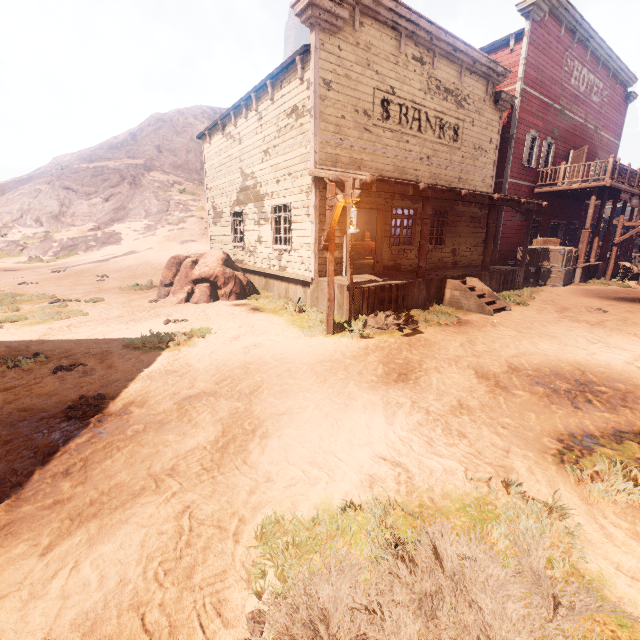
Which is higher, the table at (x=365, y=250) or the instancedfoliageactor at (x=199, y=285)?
the table at (x=365, y=250)

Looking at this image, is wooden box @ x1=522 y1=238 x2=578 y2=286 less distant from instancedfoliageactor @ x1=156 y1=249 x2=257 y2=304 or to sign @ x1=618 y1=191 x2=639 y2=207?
sign @ x1=618 y1=191 x2=639 y2=207

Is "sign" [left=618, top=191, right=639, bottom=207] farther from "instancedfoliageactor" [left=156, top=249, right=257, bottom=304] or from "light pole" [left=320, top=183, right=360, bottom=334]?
"instancedfoliageactor" [left=156, top=249, right=257, bottom=304]

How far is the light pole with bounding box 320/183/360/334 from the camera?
5.7m

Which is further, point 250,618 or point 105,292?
point 105,292

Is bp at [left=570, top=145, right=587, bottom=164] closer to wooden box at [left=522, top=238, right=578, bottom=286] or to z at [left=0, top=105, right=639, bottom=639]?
wooden box at [left=522, top=238, right=578, bottom=286]

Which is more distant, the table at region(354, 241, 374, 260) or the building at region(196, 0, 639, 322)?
the table at region(354, 241, 374, 260)

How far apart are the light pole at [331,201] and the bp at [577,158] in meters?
18.7 m
